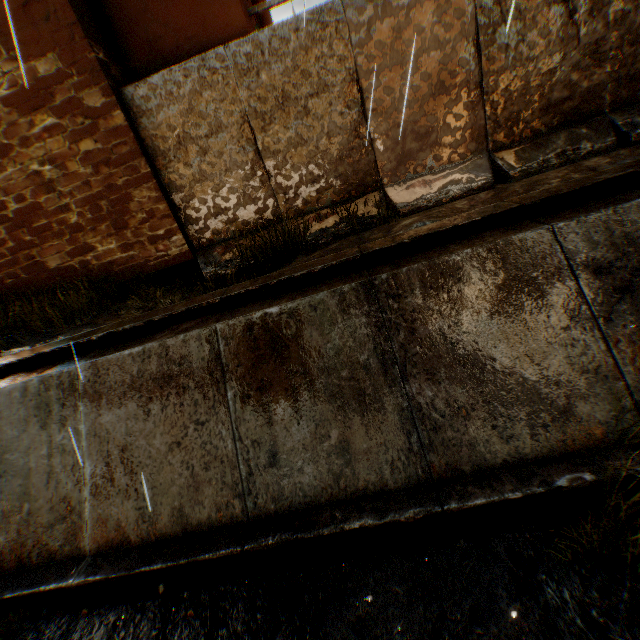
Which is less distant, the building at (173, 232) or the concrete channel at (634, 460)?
the concrete channel at (634, 460)

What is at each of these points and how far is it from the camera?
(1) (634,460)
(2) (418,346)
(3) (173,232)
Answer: (1) concrete channel, 3.05m
(2) concrete channel, 3.79m
(3) building, 6.32m

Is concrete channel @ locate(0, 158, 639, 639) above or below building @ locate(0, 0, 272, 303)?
below

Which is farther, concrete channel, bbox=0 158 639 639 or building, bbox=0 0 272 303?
building, bbox=0 0 272 303

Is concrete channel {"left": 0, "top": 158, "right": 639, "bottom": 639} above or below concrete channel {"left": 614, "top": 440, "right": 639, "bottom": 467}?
below
